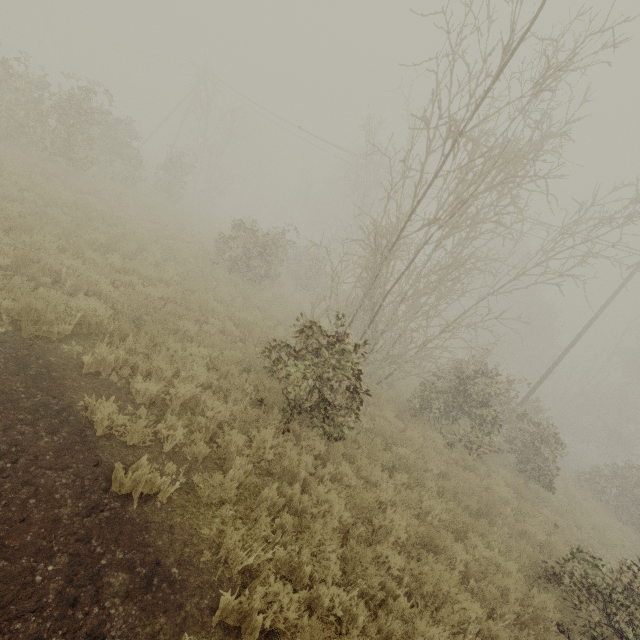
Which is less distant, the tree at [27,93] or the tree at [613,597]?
the tree at [613,597]

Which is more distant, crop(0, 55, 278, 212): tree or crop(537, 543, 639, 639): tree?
crop(0, 55, 278, 212): tree

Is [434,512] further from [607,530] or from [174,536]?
[607,530]
